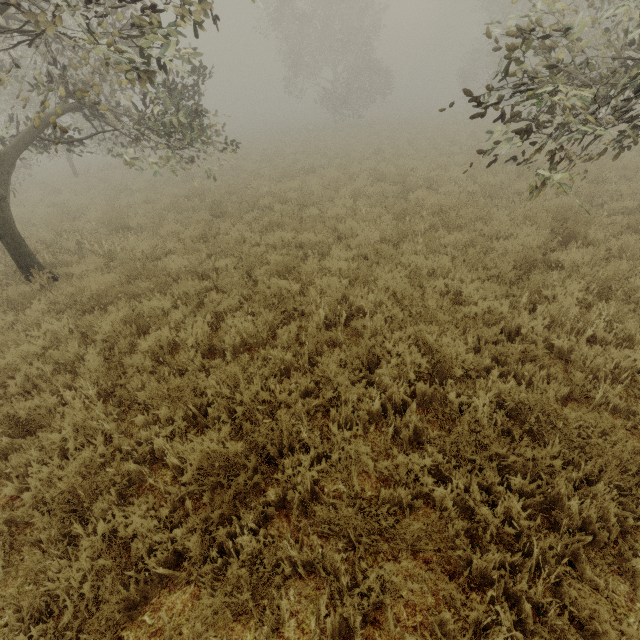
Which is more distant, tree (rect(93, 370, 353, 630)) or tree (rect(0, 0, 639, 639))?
tree (rect(0, 0, 639, 639))

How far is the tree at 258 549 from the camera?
2.4 meters

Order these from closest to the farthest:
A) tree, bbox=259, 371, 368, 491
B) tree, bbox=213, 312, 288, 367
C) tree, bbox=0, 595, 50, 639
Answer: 1. tree, bbox=0, 595, 50, 639
2. tree, bbox=259, 371, 368, 491
3. tree, bbox=213, 312, 288, 367

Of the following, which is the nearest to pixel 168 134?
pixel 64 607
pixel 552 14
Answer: pixel 552 14
